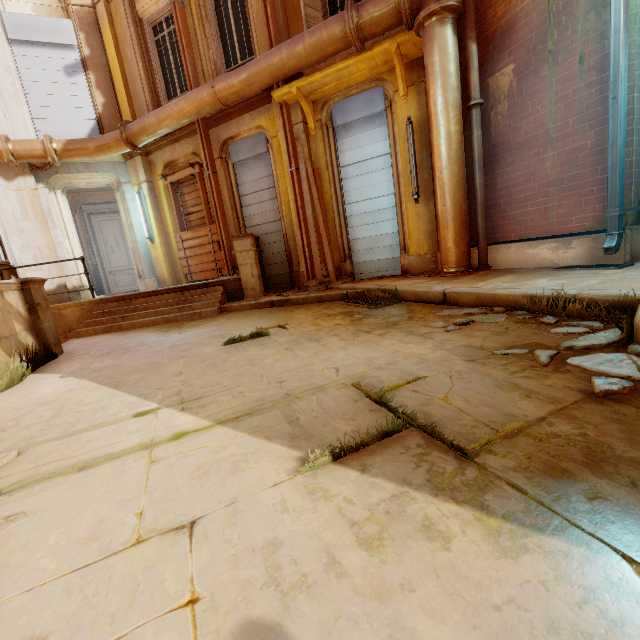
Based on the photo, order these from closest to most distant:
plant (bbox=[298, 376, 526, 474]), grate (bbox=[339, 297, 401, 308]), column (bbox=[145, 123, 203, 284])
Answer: plant (bbox=[298, 376, 526, 474])
grate (bbox=[339, 297, 401, 308])
column (bbox=[145, 123, 203, 284])

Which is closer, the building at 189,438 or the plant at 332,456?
the building at 189,438

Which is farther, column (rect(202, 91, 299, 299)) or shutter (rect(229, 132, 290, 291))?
shutter (rect(229, 132, 290, 291))

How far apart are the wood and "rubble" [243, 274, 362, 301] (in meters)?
3.57

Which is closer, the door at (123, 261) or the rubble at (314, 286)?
the rubble at (314, 286)

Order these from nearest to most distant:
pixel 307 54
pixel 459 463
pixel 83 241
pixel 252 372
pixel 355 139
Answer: pixel 459 463, pixel 252 372, pixel 307 54, pixel 355 139, pixel 83 241

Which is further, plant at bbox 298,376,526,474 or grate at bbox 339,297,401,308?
grate at bbox 339,297,401,308

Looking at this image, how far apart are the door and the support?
8.4 meters
